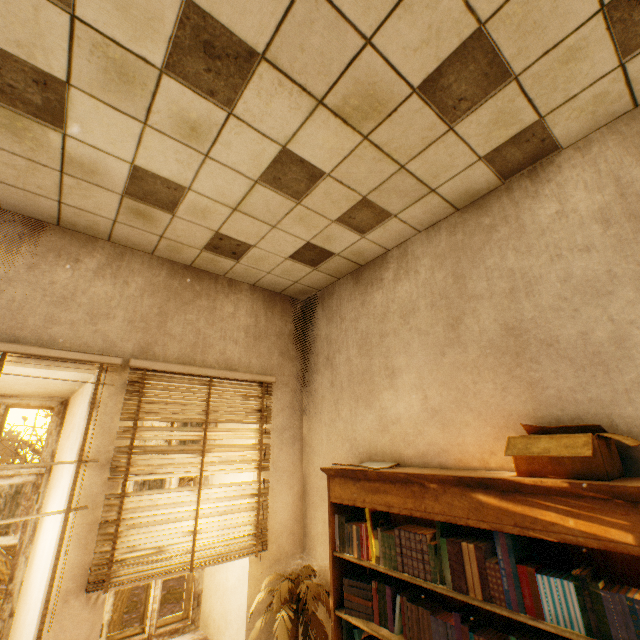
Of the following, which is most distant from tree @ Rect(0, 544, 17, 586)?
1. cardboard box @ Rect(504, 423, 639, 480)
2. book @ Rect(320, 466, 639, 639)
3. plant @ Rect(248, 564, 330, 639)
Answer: cardboard box @ Rect(504, 423, 639, 480)

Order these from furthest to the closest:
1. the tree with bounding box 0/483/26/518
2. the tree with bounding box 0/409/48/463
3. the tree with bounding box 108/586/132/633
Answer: the tree with bounding box 108/586/132/633, the tree with bounding box 0/409/48/463, the tree with bounding box 0/483/26/518

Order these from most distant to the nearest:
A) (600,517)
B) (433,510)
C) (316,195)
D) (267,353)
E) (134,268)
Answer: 1. (267,353)
2. (134,268)
3. (316,195)
4. (433,510)
5. (600,517)

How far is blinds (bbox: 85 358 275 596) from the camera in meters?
2.2 m

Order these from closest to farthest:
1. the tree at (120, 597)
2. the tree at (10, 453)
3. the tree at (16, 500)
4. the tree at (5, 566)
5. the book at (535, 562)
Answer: the book at (535, 562) < the tree at (16, 500) < the tree at (5, 566) < the tree at (10, 453) < the tree at (120, 597)

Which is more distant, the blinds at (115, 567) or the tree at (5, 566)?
the tree at (5, 566)

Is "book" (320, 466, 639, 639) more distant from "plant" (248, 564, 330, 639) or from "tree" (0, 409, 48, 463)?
"tree" (0, 409, 48, 463)

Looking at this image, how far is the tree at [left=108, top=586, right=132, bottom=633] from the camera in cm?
1052
